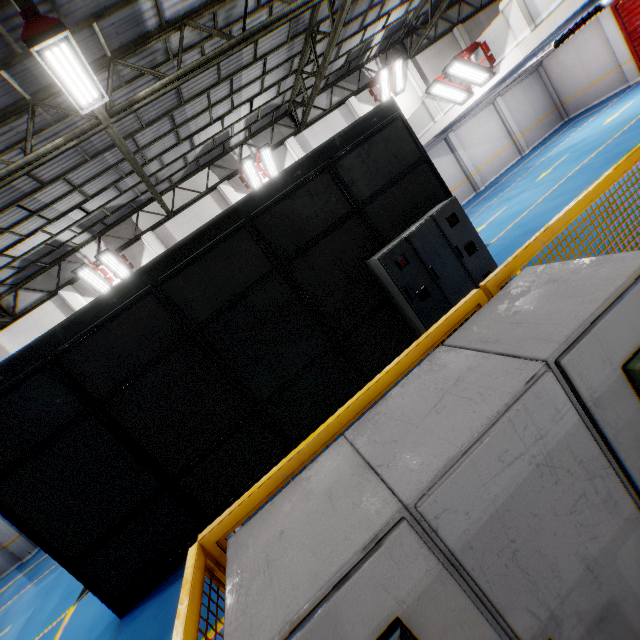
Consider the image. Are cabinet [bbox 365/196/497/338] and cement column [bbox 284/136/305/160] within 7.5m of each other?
no

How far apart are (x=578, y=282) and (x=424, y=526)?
1.2 meters

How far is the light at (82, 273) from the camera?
12.7 meters

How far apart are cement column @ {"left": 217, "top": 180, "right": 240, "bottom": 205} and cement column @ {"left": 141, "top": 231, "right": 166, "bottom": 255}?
3.49m

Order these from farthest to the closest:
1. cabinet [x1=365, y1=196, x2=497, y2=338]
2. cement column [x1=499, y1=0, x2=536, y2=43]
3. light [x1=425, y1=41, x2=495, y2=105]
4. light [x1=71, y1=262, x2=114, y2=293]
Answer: light [x1=71, y1=262, x2=114, y2=293], light [x1=425, y1=41, x2=495, y2=105], cement column [x1=499, y1=0, x2=536, y2=43], cabinet [x1=365, y1=196, x2=497, y2=338]

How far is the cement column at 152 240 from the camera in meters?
14.1

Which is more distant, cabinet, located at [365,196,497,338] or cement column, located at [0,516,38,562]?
cement column, located at [0,516,38,562]

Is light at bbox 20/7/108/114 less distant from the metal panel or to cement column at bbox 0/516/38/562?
the metal panel
